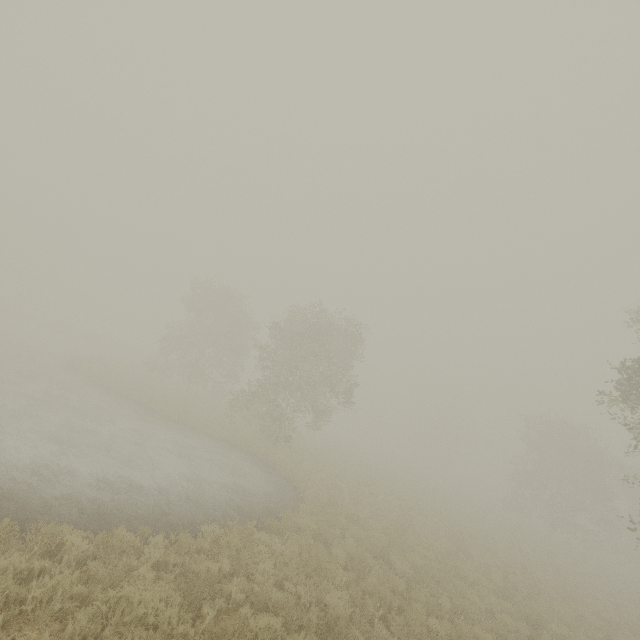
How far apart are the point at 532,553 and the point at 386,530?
16.60m
